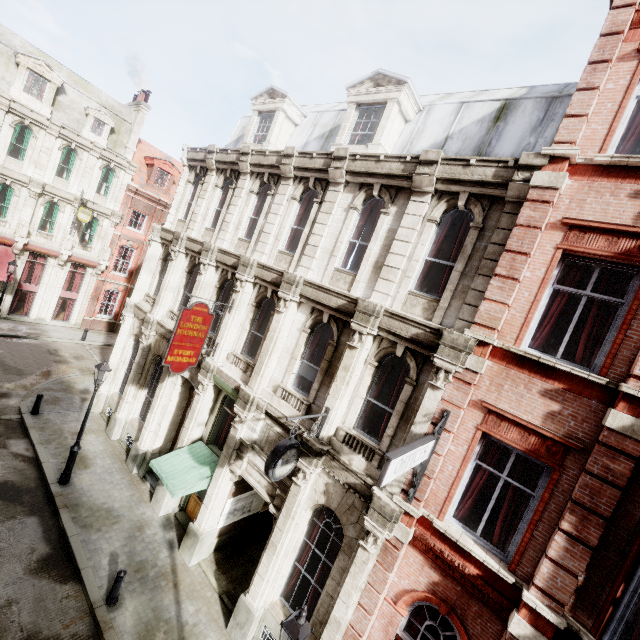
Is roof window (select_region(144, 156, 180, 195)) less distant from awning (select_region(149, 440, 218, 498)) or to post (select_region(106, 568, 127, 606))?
awning (select_region(149, 440, 218, 498))

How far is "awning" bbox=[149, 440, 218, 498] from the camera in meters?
10.2 m

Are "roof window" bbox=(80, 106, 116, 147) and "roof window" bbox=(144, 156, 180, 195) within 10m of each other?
yes

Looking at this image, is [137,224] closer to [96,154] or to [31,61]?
[96,154]

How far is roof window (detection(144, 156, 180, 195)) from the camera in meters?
28.0 m

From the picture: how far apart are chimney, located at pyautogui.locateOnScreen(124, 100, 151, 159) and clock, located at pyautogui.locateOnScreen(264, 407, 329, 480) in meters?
28.4 m

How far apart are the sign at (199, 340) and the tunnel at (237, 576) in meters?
5.6 m

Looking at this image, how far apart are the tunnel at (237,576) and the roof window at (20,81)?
28.0 meters
